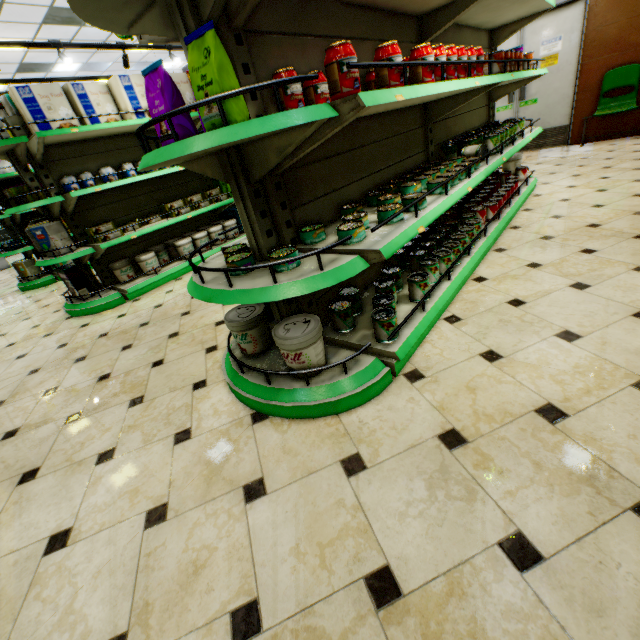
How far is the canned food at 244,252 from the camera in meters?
1.6 m

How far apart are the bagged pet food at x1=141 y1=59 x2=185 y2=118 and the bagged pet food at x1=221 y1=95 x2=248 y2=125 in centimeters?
20cm

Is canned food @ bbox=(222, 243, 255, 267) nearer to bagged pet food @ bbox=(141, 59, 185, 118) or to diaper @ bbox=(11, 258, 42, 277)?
bagged pet food @ bbox=(141, 59, 185, 118)

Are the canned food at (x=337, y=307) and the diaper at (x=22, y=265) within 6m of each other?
no

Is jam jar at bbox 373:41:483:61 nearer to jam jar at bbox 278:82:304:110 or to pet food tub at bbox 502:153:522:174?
jam jar at bbox 278:82:304:110

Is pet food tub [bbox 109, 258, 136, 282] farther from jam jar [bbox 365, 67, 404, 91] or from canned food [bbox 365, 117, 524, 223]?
jam jar [bbox 365, 67, 404, 91]

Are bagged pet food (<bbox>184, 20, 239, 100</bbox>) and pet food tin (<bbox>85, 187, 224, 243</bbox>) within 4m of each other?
yes

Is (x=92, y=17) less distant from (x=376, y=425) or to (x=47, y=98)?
(x=376, y=425)
